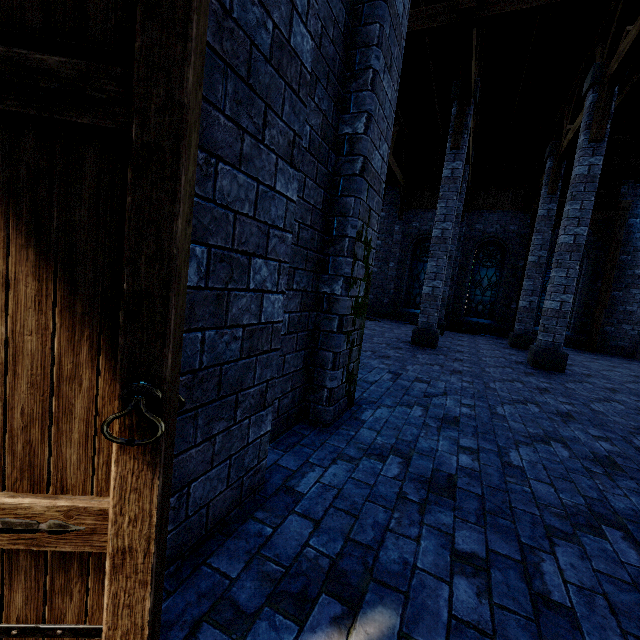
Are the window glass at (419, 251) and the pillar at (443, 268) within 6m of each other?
no

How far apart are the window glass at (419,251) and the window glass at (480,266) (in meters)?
1.51

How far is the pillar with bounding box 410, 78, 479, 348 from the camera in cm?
858

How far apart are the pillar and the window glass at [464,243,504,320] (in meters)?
7.19

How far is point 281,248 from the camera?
1.9m

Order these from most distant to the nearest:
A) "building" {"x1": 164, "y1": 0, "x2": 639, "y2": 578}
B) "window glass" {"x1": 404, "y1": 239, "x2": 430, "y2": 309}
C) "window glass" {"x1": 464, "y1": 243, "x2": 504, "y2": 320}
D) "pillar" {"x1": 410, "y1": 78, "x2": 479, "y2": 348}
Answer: "window glass" {"x1": 404, "y1": 239, "x2": 430, "y2": 309}
"window glass" {"x1": 464, "y1": 243, "x2": 504, "y2": 320}
"pillar" {"x1": 410, "y1": 78, "x2": 479, "y2": 348}
"building" {"x1": 164, "y1": 0, "x2": 639, "y2": 578}

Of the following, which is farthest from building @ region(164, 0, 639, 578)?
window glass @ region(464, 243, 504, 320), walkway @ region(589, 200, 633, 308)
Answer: window glass @ region(464, 243, 504, 320)

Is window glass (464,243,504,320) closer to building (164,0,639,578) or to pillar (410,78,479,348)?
building (164,0,639,578)
